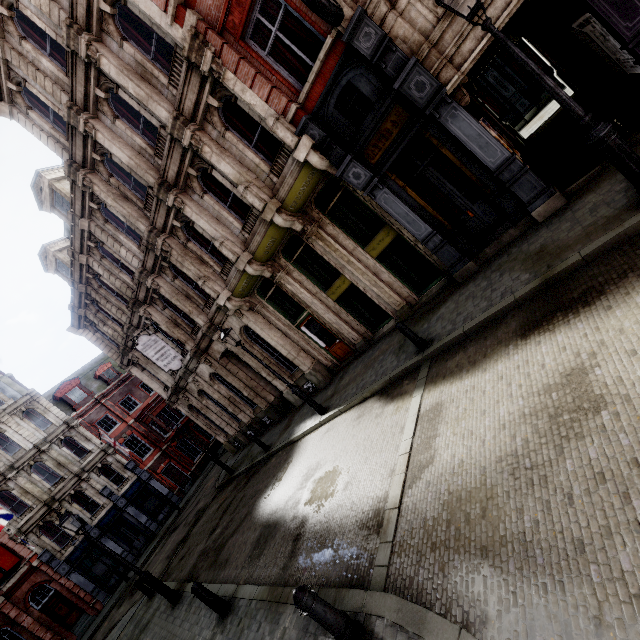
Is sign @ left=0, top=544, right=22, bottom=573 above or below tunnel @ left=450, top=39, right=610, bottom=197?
above

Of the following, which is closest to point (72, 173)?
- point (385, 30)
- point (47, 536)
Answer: point (385, 30)

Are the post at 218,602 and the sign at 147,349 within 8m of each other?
no

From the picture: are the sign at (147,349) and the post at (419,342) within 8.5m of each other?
no

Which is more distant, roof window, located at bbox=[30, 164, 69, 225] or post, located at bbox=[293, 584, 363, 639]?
roof window, located at bbox=[30, 164, 69, 225]

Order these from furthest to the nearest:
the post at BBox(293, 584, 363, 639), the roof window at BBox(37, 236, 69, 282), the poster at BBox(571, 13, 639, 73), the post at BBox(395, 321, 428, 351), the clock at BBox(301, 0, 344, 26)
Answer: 1. the roof window at BBox(37, 236, 69, 282)
2. the post at BBox(395, 321, 428, 351)
3. the poster at BBox(571, 13, 639, 73)
4. the clock at BBox(301, 0, 344, 26)
5. the post at BBox(293, 584, 363, 639)

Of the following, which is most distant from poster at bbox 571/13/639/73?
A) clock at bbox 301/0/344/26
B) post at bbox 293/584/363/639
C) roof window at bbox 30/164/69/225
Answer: roof window at bbox 30/164/69/225

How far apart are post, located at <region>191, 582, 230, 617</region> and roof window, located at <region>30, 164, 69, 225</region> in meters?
16.5 m
